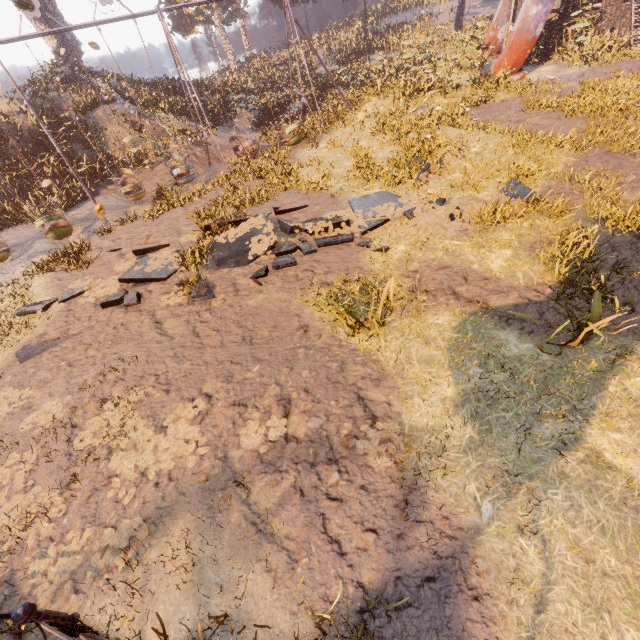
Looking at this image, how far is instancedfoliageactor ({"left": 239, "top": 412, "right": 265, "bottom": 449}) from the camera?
4.6m

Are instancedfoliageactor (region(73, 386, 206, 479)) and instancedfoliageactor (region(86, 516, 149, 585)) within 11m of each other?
yes

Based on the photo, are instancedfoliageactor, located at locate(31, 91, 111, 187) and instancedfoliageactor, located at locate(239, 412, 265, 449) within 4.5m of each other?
no

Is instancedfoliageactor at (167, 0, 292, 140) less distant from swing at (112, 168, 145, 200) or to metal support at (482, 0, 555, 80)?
swing at (112, 168, 145, 200)

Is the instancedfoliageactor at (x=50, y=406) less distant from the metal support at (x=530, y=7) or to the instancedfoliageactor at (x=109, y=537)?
the instancedfoliageactor at (x=109, y=537)

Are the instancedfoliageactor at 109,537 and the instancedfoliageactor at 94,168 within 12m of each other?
no

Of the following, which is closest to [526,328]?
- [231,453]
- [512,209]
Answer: [512,209]

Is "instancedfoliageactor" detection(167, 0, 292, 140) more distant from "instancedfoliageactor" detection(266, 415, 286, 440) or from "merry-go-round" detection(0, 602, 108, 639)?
"merry-go-round" detection(0, 602, 108, 639)
